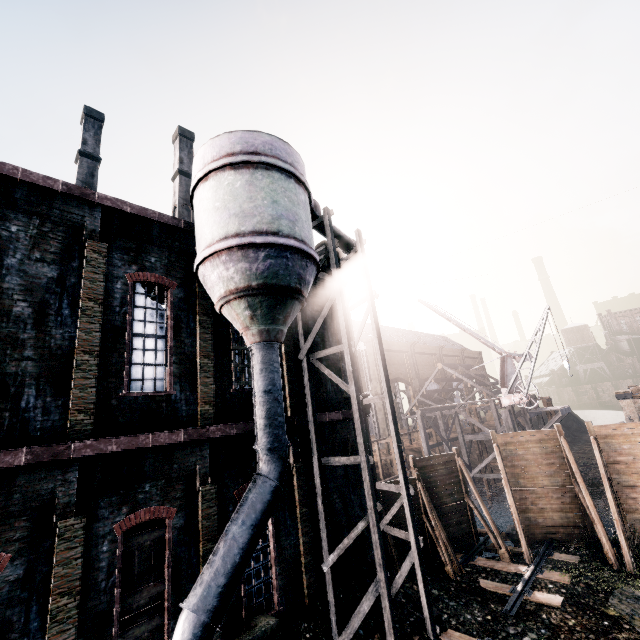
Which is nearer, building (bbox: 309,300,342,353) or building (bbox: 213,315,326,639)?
building (bbox: 213,315,326,639)

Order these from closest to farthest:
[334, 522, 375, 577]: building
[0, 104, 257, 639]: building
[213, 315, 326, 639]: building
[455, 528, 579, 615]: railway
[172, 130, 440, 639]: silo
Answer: [0, 104, 257, 639]: building, [172, 130, 440, 639]: silo, [213, 315, 326, 639]: building, [455, 528, 579, 615]: railway, [334, 522, 375, 577]: building

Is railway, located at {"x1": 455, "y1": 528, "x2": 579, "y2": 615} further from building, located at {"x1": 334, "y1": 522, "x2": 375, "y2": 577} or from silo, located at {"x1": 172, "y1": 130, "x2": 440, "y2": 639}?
building, located at {"x1": 334, "y1": 522, "x2": 375, "y2": 577}

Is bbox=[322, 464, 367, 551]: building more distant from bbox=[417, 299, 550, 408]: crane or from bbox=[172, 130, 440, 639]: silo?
bbox=[417, 299, 550, 408]: crane

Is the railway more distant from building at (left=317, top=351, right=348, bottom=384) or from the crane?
the crane

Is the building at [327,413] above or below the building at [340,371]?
below

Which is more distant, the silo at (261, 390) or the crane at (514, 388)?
the crane at (514, 388)

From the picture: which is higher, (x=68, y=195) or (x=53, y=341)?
(x=68, y=195)
